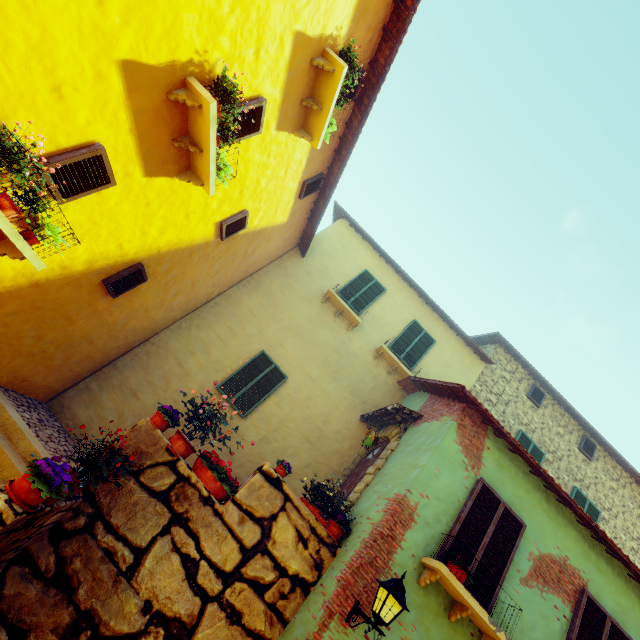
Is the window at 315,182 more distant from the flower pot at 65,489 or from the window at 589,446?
the window at 589,446

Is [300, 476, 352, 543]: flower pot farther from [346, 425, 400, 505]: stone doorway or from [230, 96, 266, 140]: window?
[230, 96, 266, 140]: window

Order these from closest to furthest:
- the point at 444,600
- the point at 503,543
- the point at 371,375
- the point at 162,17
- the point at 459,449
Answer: the point at 162,17
the point at 444,600
the point at 503,543
the point at 459,449
the point at 371,375

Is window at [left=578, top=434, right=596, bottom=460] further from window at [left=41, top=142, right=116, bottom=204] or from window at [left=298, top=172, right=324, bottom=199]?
window at [left=41, top=142, right=116, bottom=204]

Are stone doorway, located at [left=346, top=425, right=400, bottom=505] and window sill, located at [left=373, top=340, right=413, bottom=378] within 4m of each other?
yes

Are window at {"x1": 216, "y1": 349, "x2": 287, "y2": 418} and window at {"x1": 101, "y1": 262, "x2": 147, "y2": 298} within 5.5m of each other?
yes

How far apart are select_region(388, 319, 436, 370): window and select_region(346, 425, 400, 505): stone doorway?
2.40m

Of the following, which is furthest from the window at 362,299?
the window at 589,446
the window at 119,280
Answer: the window at 589,446
